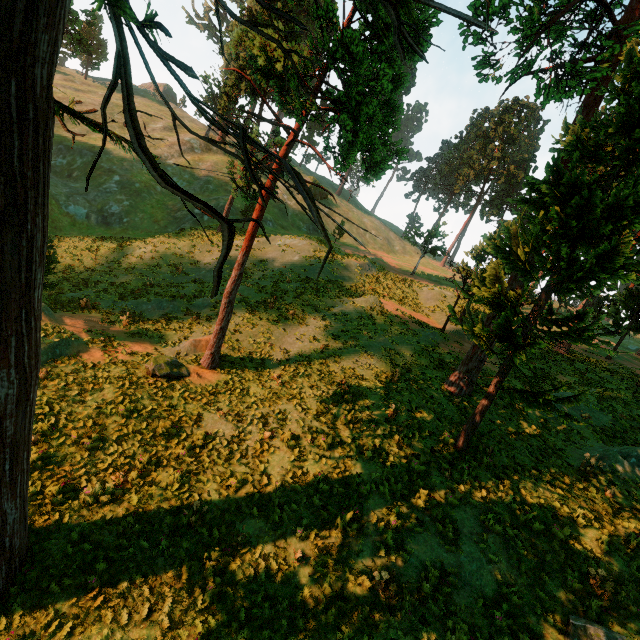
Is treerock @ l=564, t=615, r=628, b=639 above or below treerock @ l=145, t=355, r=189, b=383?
above

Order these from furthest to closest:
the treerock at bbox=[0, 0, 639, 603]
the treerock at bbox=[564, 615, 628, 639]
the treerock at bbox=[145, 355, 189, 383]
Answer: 1. the treerock at bbox=[145, 355, 189, 383]
2. the treerock at bbox=[564, 615, 628, 639]
3. the treerock at bbox=[0, 0, 639, 603]

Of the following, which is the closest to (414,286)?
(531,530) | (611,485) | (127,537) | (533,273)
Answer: (533,273)

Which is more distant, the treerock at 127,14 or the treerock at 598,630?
the treerock at 598,630

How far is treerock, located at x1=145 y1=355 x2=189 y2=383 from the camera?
14.16m

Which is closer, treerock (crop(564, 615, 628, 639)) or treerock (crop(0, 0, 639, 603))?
treerock (crop(0, 0, 639, 603))
